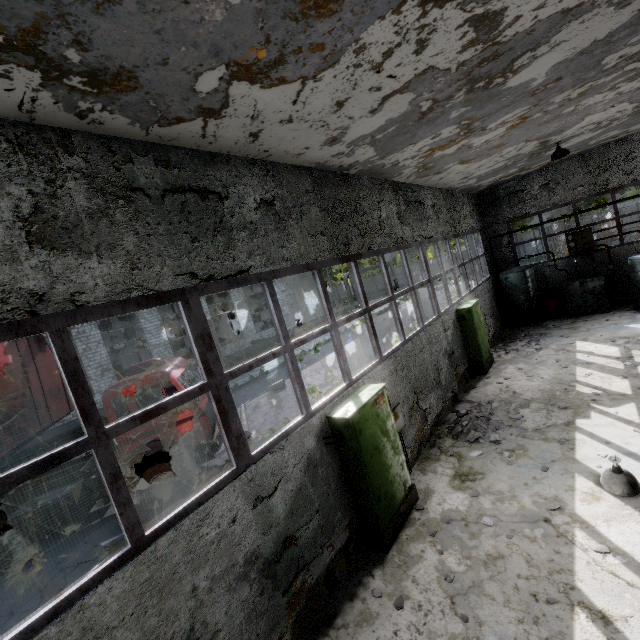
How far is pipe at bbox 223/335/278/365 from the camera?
26.2 meters

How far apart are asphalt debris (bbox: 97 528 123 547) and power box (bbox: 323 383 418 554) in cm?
582

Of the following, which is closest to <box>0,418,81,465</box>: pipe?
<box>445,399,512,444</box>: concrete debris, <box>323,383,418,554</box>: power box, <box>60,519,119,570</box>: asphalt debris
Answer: <box>60,519,119,570</box>: asphalt debris

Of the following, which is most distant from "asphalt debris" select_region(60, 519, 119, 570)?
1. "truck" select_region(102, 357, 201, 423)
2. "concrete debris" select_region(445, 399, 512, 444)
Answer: "concrete debris" select_region(445, 399, 512, 444)

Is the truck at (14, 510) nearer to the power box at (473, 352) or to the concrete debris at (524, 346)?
the power box at (473, 352)

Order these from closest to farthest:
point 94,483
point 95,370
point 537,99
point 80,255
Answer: point 80,255, point 537,99, point 94,483, point 95,370

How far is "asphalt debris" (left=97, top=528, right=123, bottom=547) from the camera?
8.04m

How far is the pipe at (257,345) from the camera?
26.23m
